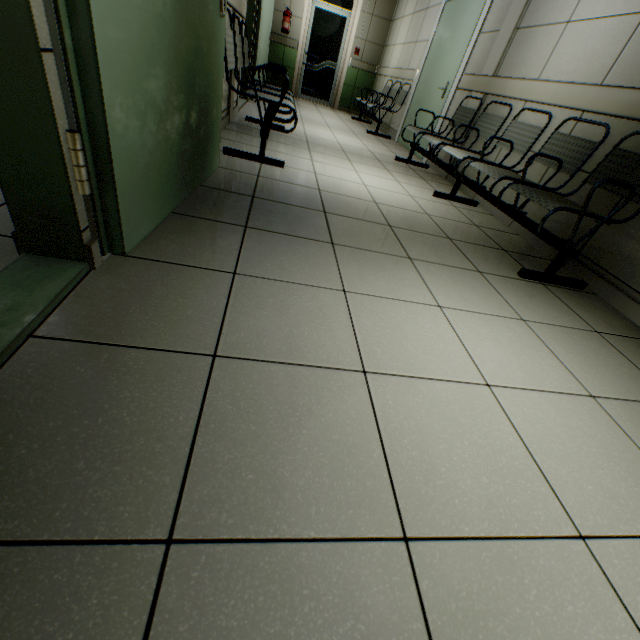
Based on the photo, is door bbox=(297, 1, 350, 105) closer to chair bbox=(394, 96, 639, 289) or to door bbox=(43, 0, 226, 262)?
chair bbox=(394, 96, 639, 289)

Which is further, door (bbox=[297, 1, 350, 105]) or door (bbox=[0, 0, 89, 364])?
door (bbox=[297, 1, 350, 105])

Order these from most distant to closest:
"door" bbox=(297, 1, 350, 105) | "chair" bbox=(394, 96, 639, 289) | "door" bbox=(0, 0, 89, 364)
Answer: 1. "door" bbox=(297, 1, 350, 105)
2. "chair" bbox=(394, 96, 639, 289)
3. "door" bbox=(0, 0, 89, 364)

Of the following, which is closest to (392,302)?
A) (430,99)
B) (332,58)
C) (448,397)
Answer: (448,397)

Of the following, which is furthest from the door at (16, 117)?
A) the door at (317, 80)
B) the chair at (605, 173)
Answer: the door at (317, 80)

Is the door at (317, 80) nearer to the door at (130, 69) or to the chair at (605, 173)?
the chair at (605, 173)
